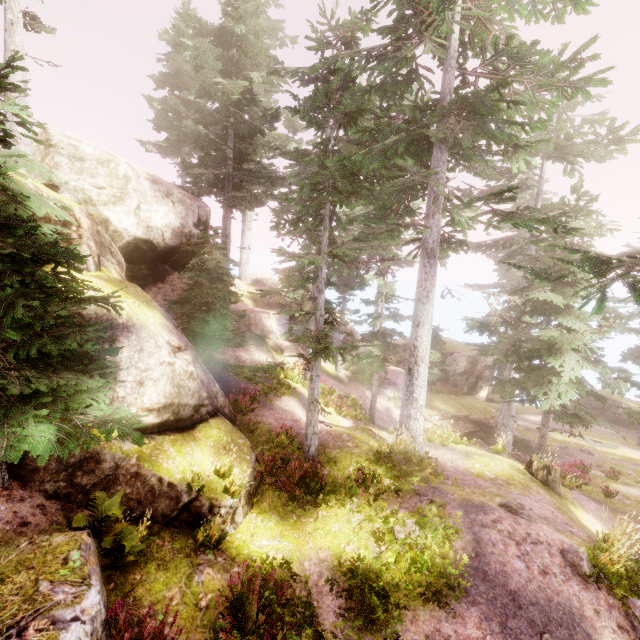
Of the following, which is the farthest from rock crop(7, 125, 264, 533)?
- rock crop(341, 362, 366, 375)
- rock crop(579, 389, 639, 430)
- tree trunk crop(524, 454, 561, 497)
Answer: rock crop(579, 389, 639, 430)

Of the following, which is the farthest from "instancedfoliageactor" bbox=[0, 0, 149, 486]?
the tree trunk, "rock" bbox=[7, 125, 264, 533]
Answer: the tree trunk

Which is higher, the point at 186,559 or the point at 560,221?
the point at 560,221

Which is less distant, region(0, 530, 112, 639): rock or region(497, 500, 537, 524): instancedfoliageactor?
region(0, 530, 112, 639): rock

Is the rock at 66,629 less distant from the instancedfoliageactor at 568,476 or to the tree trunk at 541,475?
the instancedfoliageactor at 568,476

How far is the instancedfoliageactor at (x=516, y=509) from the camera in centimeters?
790cm
